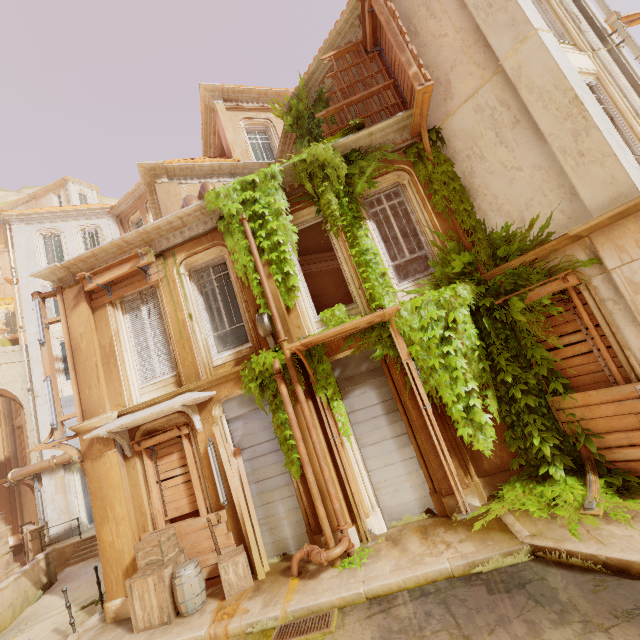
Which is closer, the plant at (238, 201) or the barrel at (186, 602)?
the barrel at (186, 602)

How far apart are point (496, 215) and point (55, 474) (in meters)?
23.88

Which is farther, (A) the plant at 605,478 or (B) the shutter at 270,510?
(B) the shutter at 270,510

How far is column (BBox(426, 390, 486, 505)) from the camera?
6.8m

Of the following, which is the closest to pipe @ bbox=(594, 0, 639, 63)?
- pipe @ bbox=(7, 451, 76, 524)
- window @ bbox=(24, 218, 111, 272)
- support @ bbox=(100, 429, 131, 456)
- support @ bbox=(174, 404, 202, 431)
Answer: support @ bbox=(174, 404, 202, 431)

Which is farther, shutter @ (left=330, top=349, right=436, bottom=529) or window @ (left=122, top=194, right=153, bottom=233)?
window @ (left=122, top=194, right=153, bottom=233)

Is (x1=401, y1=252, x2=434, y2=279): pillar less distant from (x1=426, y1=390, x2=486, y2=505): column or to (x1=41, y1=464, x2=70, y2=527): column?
(x1=426, y1=390, x2=486, y2=505): column

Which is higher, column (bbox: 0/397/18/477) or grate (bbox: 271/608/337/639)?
column (bbox: 0/397/18/477)
